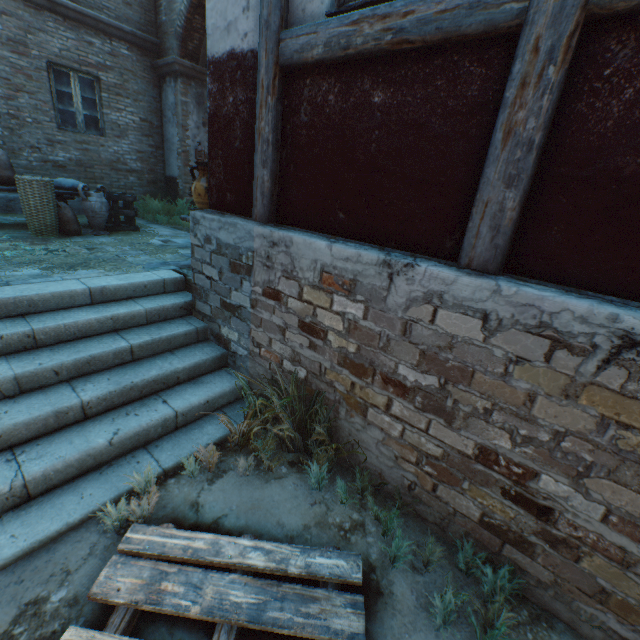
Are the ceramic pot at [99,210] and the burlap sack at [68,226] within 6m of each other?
yes

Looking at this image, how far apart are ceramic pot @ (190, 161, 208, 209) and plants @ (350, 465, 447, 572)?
4.50m

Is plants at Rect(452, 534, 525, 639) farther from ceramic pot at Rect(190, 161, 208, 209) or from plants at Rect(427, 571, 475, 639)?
ceramic pot at Rect(190, 161, 208, 209)

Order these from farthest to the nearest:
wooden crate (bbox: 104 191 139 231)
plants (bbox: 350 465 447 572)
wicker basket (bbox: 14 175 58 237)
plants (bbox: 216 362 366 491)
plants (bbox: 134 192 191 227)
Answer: plants (bbox: 134 192 191 227) → wooden crate (bbox: 104 191 139 231) → wicker basket (bbox: 14 175 58 237) → plants (bbox: 216 362 366 491) → plants (bbox: 350 465 447 572)

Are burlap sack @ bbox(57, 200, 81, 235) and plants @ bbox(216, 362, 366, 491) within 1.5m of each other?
no

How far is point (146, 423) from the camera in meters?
2.8 m

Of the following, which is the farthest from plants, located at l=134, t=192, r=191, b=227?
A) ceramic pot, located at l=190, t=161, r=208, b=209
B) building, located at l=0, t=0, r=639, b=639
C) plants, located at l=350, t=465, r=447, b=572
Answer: plants, located at l=350, t=465, r=447, b=572

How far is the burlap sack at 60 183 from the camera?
6.0m
